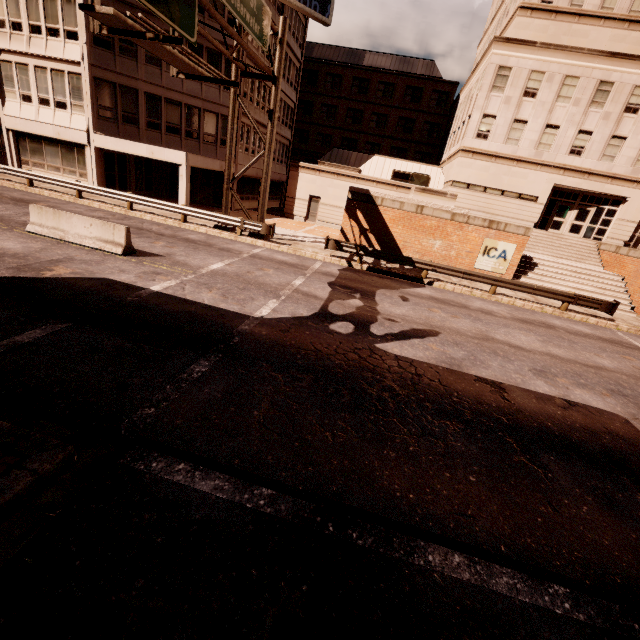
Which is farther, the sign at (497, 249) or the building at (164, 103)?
the building at (164, 103)

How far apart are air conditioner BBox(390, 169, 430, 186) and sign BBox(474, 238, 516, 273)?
12.5m

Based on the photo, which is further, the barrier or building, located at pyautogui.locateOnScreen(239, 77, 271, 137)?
building, located at pyautogui.locateOnScreen(239, 77, 271, 137)

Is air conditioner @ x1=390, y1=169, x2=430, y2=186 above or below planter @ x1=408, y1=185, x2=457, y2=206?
above

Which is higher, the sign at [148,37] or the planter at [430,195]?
the sign at [148,37]

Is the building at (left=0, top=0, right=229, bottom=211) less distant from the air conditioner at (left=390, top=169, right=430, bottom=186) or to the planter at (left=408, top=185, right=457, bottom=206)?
the air conditioner at (left=390, top=169, right=430, bottom=186)

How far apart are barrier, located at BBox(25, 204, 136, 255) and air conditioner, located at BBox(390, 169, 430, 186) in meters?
23.7 m

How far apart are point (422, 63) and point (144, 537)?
54.1 meters
